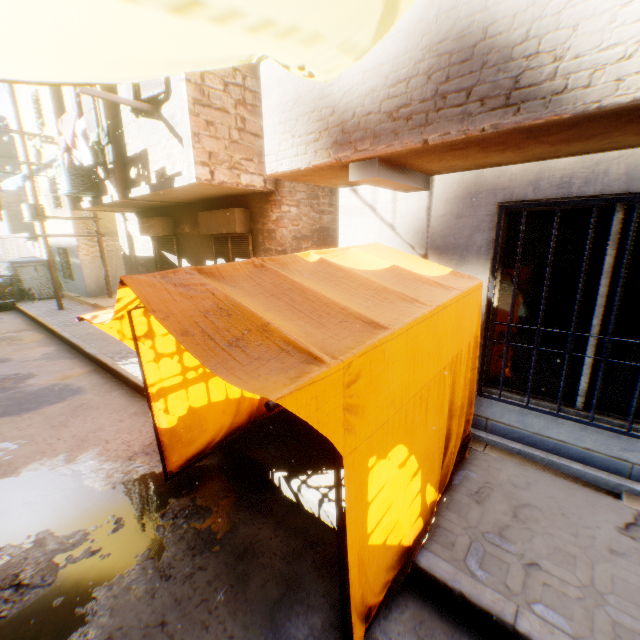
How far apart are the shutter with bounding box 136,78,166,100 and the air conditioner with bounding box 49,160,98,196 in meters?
3.0 m

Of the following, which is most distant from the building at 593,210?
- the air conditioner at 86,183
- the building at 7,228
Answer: the building at 7,228

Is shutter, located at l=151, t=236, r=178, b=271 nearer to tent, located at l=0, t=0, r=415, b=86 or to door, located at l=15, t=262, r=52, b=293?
tent, located at l=0, t=0, r=415, b=86

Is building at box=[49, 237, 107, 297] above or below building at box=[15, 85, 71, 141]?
below

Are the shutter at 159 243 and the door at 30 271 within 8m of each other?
no

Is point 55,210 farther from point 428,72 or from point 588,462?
point 588,462

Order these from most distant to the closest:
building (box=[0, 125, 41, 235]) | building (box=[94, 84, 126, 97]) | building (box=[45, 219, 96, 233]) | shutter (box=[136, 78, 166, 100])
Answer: building (box=[0, 125, 41, 235]) → building (box=[45, 219, 96, 233]) → building (box=[94, 84, 126, 97]) → shutter (box=[136, 78, 166, 100])

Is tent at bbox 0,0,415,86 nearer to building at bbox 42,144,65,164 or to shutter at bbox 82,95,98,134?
building at bbox 42,144,65,164
